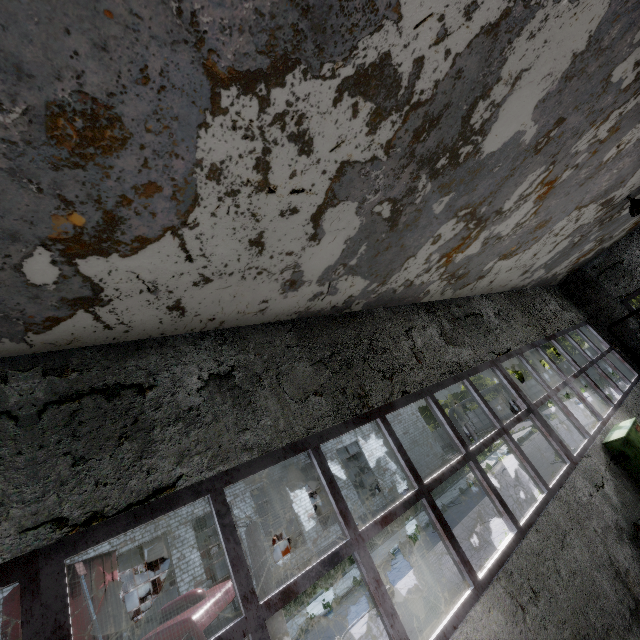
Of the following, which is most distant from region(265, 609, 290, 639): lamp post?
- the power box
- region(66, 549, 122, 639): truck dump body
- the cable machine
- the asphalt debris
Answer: the cable machine

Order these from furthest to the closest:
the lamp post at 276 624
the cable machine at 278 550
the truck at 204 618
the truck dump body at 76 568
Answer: the cable machine at 278 550
the truck dump body at 76 568
the lamp post at 276 624
the truck at 204 618

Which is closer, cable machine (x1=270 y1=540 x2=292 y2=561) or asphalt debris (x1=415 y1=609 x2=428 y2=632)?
asphalt debris (x1=415 y1=609 x2=428 y2=632)

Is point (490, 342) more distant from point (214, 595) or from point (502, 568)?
point (214, 595)

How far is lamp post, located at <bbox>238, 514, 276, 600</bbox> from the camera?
7.4 meters

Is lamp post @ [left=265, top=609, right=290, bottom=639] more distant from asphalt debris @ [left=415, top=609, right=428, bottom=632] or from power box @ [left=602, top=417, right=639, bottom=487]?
power box @ [left=602, top=417, right=639, bottom=487]

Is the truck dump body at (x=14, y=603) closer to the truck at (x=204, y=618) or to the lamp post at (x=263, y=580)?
the truck at (x=204, y=618)

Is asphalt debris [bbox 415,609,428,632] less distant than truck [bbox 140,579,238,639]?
No
